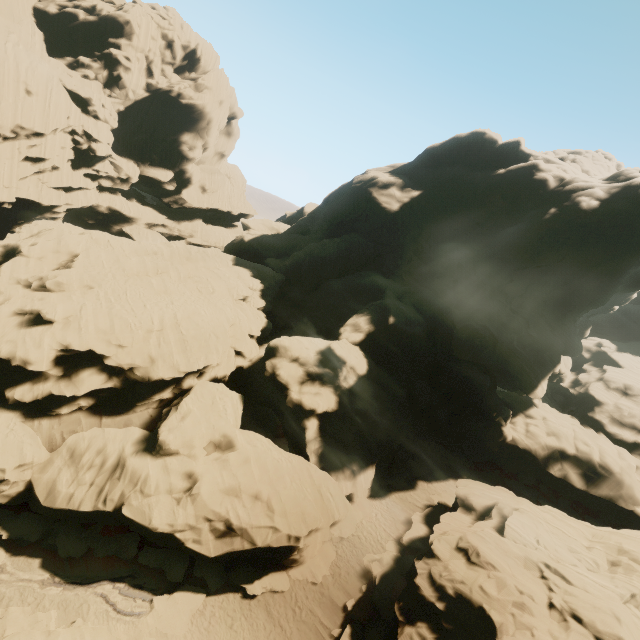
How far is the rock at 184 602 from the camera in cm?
1748

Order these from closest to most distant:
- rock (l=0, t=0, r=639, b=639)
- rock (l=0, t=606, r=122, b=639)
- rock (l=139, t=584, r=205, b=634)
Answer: rock (l=0, t=606, r=122, b=639) < rock (l=139, t=584, r=205, b=634) < rock (l=0, t=0, r=639, b=639)

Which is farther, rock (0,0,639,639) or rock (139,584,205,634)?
rock (0,0,639,639)

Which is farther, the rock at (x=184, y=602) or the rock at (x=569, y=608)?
the rock at (x=569, y=608)

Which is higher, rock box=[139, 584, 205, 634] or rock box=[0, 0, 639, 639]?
rock box=[0, 0, 639, 639]

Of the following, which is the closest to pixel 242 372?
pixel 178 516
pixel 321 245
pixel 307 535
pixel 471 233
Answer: pixel 178 516
